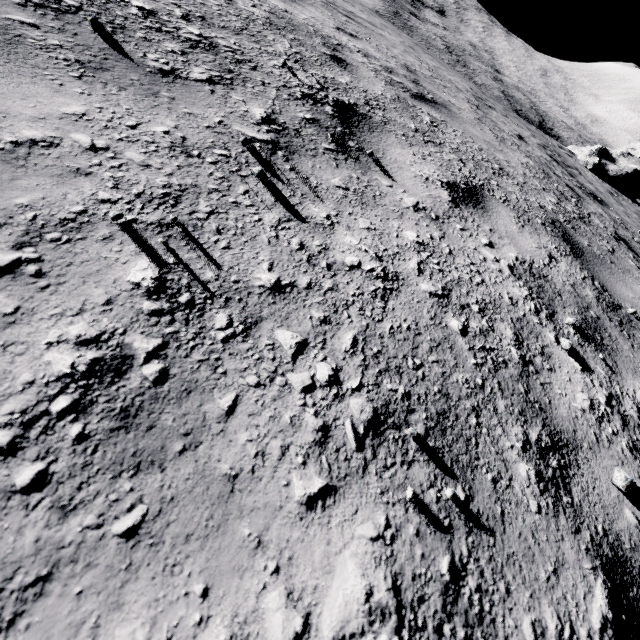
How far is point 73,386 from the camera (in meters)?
0.63
